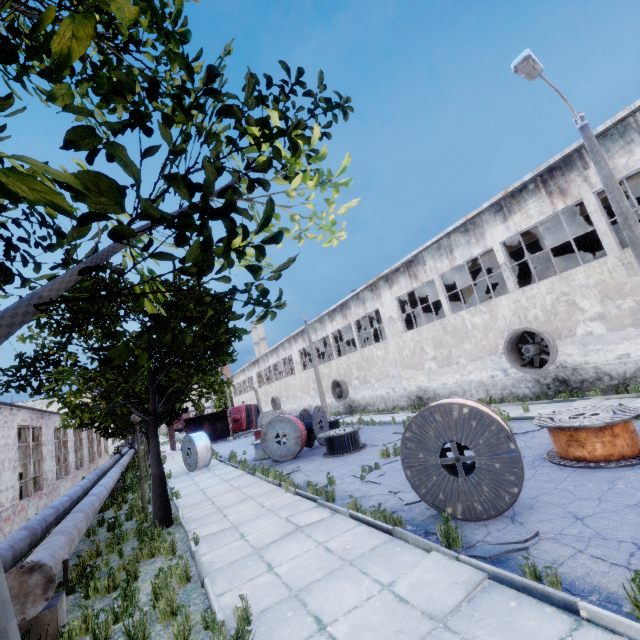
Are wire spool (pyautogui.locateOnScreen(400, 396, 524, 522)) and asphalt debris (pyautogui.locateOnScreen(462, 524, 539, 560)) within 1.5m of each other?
yes

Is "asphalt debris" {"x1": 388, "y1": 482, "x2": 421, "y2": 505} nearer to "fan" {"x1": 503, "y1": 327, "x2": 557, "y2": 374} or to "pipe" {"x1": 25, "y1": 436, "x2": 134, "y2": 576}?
"pipe" {"x1": 25, "y1": 436, "x2": 134, "y2": 576}

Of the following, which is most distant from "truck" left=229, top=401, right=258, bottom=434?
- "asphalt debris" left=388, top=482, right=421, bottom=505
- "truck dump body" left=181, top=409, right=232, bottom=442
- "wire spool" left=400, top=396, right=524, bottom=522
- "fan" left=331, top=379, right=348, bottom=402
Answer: "wire spool" left=400, top=396, right=524, bottom=522

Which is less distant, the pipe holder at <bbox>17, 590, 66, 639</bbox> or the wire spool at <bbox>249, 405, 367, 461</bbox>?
the pipe holder at <bbox>17, 590, 66, 639</bbox>

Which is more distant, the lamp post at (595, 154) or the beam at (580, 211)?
the beam at (580, 211)

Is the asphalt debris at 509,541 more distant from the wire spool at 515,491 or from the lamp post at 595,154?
the lamp post at 595,154

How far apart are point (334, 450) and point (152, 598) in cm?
907

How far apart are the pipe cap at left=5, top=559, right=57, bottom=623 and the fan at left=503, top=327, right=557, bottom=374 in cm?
1714
